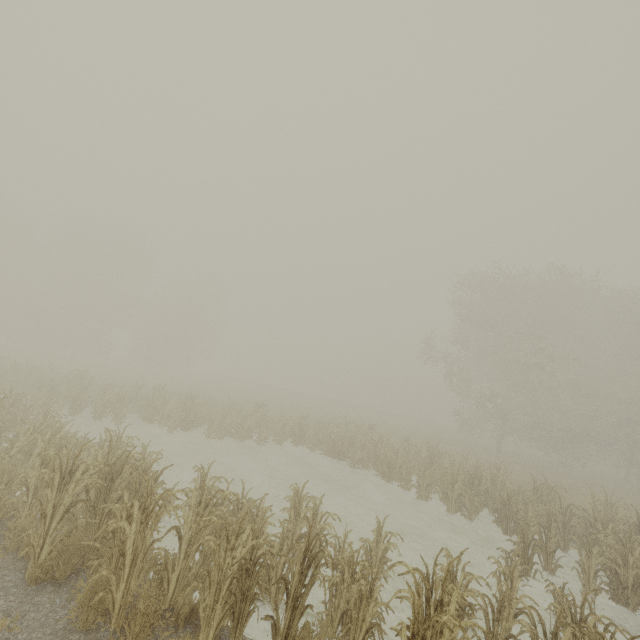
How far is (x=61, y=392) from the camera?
16.7 meters
